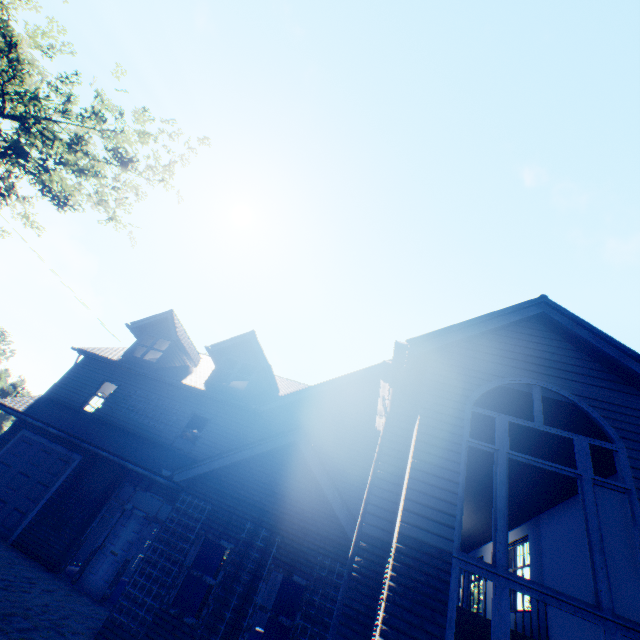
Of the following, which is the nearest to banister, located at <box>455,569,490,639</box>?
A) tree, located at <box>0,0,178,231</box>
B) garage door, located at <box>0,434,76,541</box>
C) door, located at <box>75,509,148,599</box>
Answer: door, located at <box>75,509,148,599</box>

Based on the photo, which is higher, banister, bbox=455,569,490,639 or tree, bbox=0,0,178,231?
tree, bbox=0,0,178,231

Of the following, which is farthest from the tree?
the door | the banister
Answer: the door

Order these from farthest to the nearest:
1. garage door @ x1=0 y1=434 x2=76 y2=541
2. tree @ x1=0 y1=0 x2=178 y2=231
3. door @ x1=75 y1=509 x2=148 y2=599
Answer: tree @ x1=0 y1=0 x2=178 y2=231 < garage door @ x1=0 y1=434 x2=76 y2=541 < door @ x1=75 y1=509 x2=148 y2=599

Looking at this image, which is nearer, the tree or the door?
the door

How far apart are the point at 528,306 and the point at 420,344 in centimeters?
263cm

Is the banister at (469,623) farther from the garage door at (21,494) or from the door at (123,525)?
the garage door at (21,494)

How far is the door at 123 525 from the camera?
9.76m
